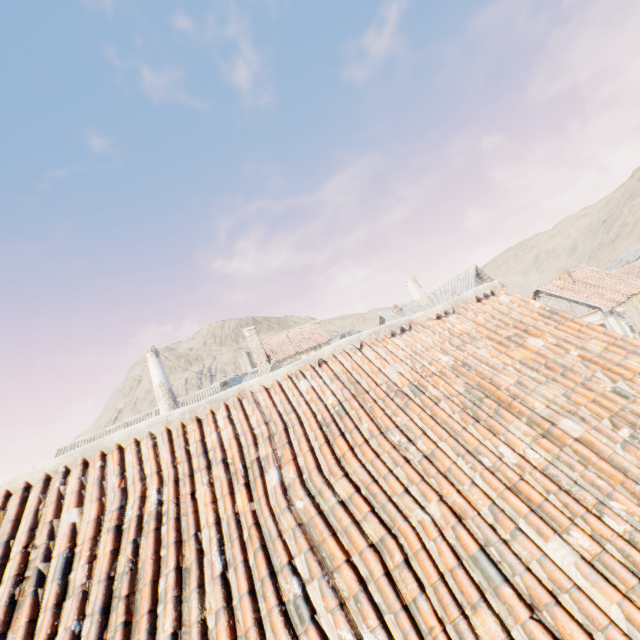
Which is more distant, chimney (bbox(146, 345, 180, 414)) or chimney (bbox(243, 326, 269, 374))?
chimney (bbox(243, 326, 269, 374))

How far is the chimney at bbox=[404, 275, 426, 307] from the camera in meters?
33.2 m

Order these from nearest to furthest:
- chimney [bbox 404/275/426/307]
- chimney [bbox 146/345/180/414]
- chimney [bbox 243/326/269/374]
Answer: chimney [bbox 146/345/180/414] → chimney [bbox 404/275/426/307] → chimney [bbox 243/326/269/374]

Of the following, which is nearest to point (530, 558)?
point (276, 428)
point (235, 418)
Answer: point (276, 428)

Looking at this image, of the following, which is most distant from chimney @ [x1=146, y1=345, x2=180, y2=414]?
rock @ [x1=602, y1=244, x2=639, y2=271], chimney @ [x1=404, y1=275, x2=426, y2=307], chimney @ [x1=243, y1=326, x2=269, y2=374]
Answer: chimney @ [x1=404, y1=275, x2=426, y2=307]

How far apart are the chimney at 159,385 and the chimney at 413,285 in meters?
24.2

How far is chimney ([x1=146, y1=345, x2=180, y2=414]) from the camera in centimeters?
1911cm

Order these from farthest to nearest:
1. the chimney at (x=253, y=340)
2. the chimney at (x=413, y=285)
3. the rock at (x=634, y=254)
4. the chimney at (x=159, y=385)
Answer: the rock at (x=634, y=254) → the chimney at (x=253, y=340) → the chimney at (x=413, y=285) → the chimney at (x=159, y=385)
